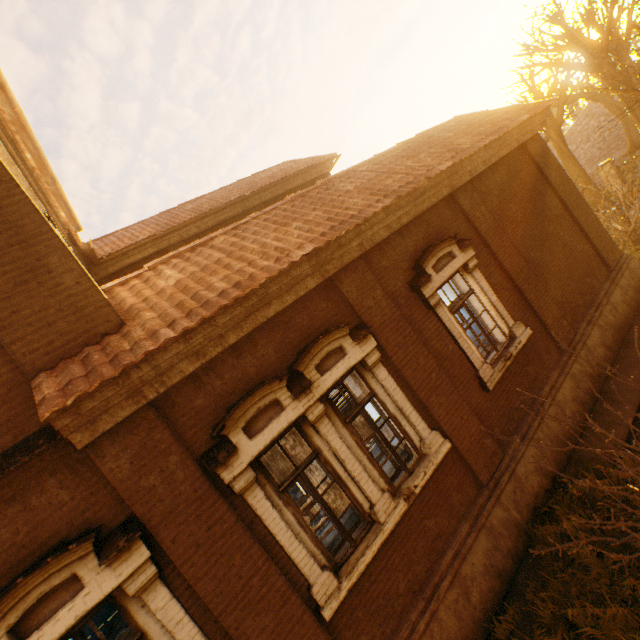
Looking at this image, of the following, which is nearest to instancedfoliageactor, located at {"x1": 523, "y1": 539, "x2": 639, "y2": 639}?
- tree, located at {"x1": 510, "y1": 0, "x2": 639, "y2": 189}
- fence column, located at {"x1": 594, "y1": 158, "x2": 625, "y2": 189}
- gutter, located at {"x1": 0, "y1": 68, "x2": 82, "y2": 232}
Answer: tree, located at {"x1": 510, "y1": 0, "x2": 639, "y2": 189}

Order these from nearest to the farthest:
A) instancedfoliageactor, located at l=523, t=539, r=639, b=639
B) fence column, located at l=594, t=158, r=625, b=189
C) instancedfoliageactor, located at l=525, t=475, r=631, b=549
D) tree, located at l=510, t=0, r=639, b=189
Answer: instancedfoliageactor, located at l=523, t=539, r=639, b=639 → instancedfoliageactor, located at l=525, t=475, r=631, b=549 → tree, located at l=510, t=0, r=639, b=189 → fence column, located at l=594, t=158, r=625, b=189

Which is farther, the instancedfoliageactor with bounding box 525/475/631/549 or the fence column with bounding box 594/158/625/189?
the fence column with bounding box 594/158/625/189

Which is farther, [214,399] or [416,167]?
[416,167]

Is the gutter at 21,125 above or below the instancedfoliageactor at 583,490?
above

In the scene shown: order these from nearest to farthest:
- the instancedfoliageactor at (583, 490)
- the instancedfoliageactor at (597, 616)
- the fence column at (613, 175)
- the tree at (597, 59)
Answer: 1. the instancedfoliageactor at (597, 616)
2. the instancedfoliageactor at (583, 490)
3. the tree at (597, 59)
4. the fence column at (613, 175)

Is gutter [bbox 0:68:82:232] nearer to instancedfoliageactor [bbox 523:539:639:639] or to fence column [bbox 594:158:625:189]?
instancedfoliageactor [bbox 523:539:639:639]
